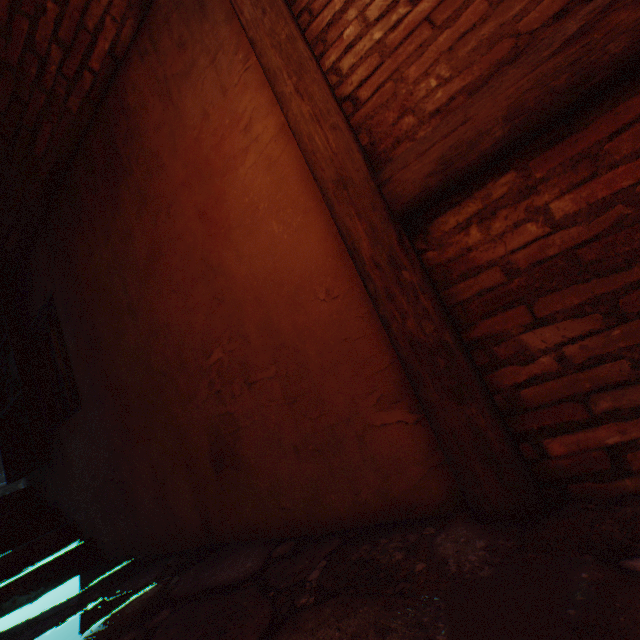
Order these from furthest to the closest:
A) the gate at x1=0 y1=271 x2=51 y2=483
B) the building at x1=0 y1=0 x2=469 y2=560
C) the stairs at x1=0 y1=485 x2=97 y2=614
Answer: the gate at x1=0 y1=271 x2=51 y2=483, the stairs at x1=0 y1=485 x2=97 y2=614, the building at x1=0 y1=0 x2=469 y2=560

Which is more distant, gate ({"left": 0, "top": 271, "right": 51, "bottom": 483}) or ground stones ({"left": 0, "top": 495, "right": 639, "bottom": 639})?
gate ({"left": 0, "top": 271, "right": 51, "bottom": 483})

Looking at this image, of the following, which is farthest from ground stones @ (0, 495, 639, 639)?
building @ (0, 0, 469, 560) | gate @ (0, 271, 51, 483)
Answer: gate @ (0, 271, 51, 483)

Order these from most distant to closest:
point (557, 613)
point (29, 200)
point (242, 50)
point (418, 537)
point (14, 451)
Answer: point (14, 451) → point (29, 200) → point (242, 50) → point (418, 537) → point (557, 613)

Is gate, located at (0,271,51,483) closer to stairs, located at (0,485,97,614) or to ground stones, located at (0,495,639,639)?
stairs, located at (0,485,97,614)

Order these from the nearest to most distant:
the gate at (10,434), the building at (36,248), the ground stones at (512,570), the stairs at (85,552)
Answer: the ground stones at (512,570) → the building at (36,248) → the stairs at (85,552) → the gate at (10,434)

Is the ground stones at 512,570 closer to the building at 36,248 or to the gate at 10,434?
the building at 36,248
